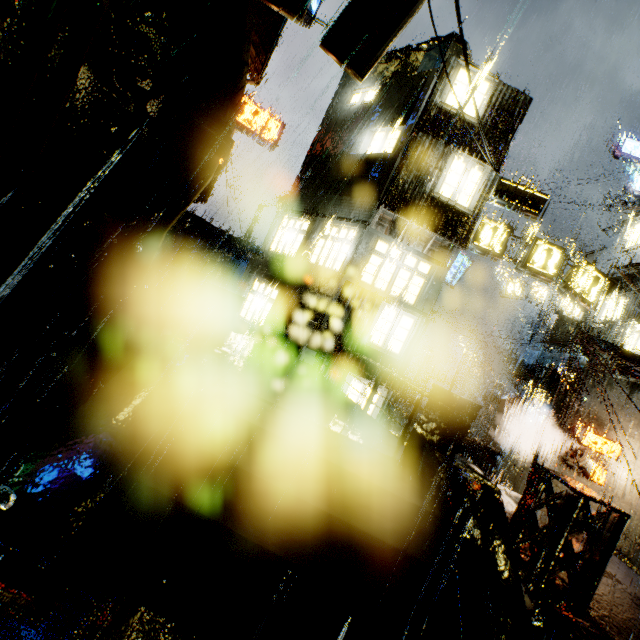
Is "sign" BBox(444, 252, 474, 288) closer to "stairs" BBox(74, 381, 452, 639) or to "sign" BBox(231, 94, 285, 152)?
"sign" BBox(231, 94, 285, 152)

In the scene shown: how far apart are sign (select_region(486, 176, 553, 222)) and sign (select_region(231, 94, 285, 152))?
12.56m

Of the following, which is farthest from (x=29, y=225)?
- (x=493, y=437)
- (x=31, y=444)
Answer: (x=493, y=437)

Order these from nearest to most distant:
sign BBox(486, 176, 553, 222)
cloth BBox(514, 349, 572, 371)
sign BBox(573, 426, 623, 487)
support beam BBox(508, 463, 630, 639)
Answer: support beam BBox(508, 463, 630, 639) → sign BBox(486, 176, 553, 222) → sign BBox(573, 426, 623, 487) → cloth BBox(514, 349, 572, 371)

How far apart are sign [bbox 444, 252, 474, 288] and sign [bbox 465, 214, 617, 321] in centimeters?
954cm

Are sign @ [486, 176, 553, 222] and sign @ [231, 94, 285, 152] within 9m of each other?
no

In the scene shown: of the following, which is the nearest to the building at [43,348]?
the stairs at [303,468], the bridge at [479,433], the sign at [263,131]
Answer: the bridge at [479,433]

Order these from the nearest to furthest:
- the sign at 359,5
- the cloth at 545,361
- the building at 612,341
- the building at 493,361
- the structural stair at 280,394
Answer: the structural stair at 280,394 < the sign at 359,5 < the building at 612,341 < the cloth at 545,361 < the building at 493,361
